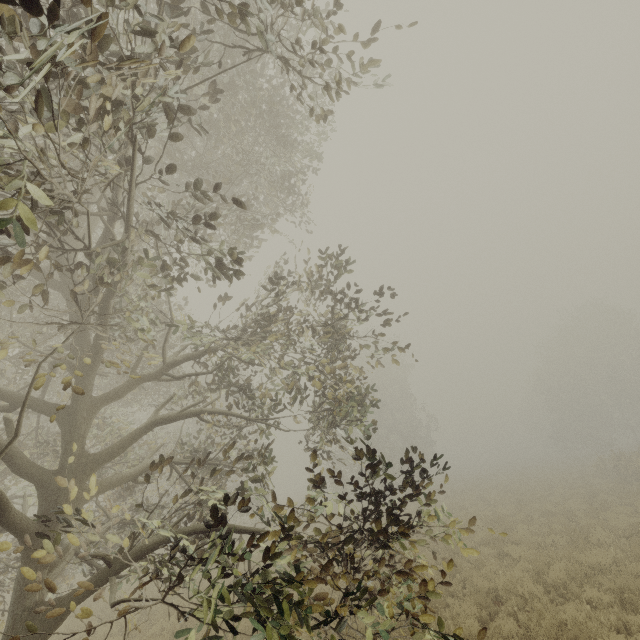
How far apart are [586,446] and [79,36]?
57.67m
